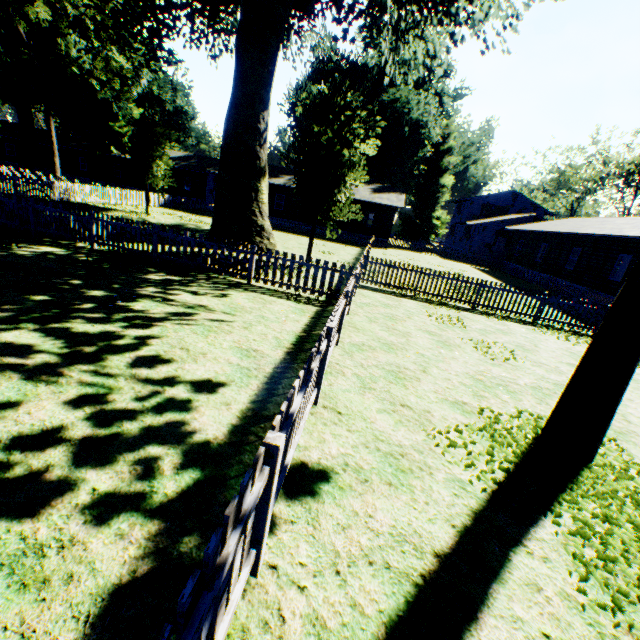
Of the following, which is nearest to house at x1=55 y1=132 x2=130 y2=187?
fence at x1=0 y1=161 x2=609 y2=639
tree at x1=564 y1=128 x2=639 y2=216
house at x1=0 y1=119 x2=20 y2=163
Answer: fence at x1=0 y1=161 x2=609 y2=639

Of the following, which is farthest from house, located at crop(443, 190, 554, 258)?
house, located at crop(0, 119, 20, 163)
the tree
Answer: house, located at crop(0, 119, 20, 163)

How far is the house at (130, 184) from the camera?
41.6 meters

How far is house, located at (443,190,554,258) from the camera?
38.3 meters

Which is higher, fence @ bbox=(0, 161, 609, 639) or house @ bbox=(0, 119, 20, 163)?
house @ bbox=(0, 119, 20, 163)

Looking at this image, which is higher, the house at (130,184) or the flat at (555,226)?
A: the flat at (555,226)

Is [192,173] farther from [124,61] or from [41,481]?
[41,481]

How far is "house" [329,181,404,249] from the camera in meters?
33.3
